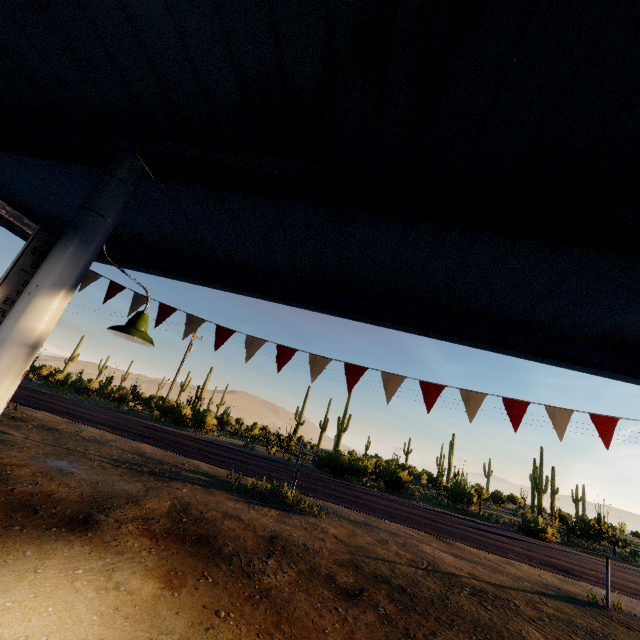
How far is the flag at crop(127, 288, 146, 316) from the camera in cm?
495

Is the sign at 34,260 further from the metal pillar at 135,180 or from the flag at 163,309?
the flag at 163,309

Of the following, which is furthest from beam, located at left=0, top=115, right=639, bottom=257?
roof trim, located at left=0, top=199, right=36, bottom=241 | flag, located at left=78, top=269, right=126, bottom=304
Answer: flag, located at left=78, top=269, right=126, bottom=304

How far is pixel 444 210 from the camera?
2.5m

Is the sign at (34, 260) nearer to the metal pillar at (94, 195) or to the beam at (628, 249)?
the metal pillar at (94, 195)

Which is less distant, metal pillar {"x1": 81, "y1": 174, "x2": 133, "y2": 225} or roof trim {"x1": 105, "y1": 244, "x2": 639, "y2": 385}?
metal pillar {"x1": 81, "y1": 174, "x2": 133, "y2": 225}

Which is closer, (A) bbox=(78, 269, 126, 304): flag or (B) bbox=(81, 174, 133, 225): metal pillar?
(B) bbox=(81, 174, 133, 225): metal pillar
